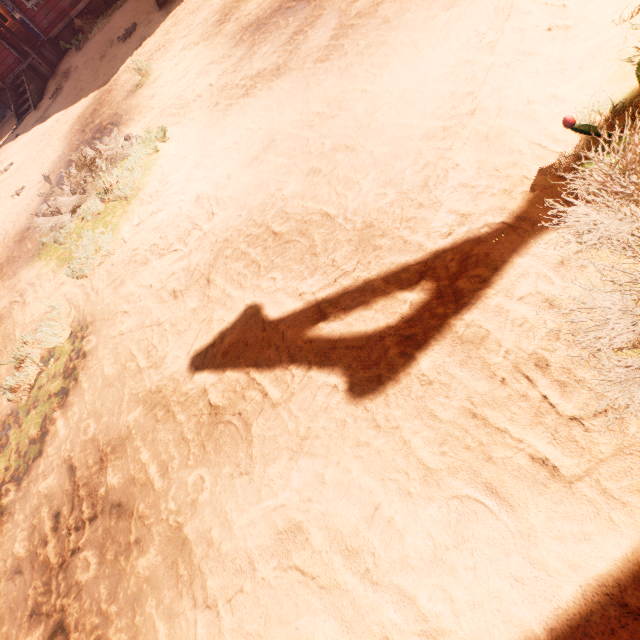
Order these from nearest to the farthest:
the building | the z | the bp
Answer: the z, the building, the bp

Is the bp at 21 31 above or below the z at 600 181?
above

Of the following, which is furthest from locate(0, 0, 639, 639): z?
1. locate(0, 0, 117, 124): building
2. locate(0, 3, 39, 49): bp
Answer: locate(0, 3, 39, 49): bp

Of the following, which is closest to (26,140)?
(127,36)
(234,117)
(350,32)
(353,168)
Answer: (127,36)

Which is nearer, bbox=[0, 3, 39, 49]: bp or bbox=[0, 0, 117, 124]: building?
bbox=[0, 0, 117, 124]: building

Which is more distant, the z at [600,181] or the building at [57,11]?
the building at [57,11]

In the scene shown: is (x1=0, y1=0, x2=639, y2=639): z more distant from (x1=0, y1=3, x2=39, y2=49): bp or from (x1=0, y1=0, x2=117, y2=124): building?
(x1=0, y1=3, x2=39, y2=49): bp
